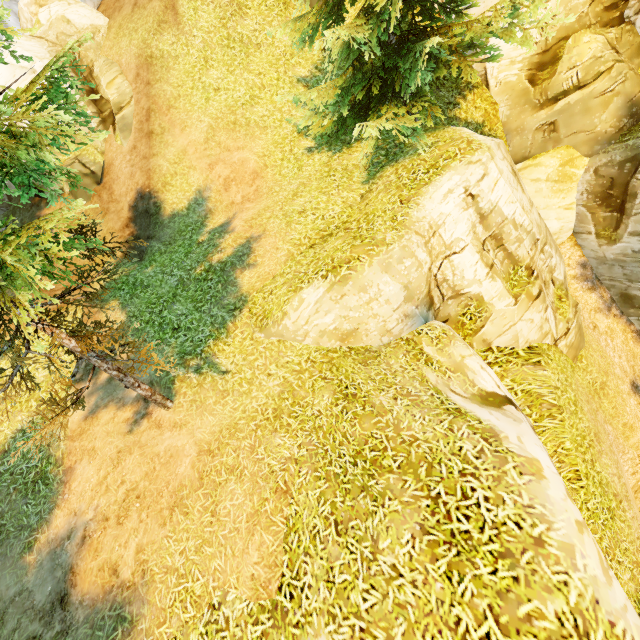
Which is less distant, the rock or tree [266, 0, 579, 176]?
tree [266, 0, 579, 176]

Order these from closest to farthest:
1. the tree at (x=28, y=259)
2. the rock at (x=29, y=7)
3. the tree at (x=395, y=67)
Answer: the tree at (x=28, y=259) → the tree at (x=395, y=67) → the rock at (x=29, y=7)

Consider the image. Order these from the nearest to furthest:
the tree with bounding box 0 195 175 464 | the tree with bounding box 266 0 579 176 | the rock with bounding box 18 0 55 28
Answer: the tree with bounding box 0 195 175 464, the tree with bounding box 266 0 579 176, the rock with bounding box 18 0 55 28

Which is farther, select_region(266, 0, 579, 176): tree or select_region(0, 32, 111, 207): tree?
select_region(266, 0, 579, 176): tree

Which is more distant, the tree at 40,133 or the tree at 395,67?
the tree at 395,67

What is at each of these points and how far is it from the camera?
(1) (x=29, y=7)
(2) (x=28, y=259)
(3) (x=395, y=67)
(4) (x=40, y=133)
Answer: (1) rock, 16.7 meters
(2) tree, 4.0 meters
(3) tree, 9.5 meters
(4) tree, 4.3 meters
